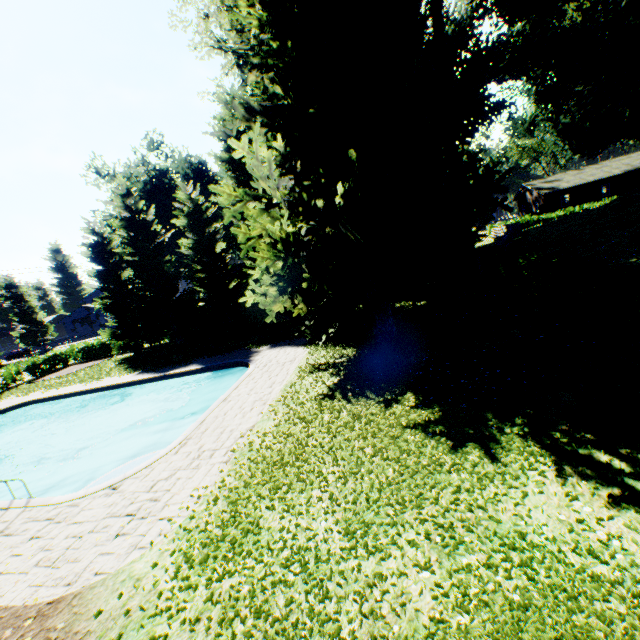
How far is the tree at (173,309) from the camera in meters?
24.8

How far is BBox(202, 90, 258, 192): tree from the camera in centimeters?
2183cm

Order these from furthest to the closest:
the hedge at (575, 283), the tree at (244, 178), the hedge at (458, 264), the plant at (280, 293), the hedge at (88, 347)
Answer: the hedge at (88, 347)
the hedge at (458, 264)
the tree at (244, 178)
the hedge at (575, 283)
the plant at (280, 293)

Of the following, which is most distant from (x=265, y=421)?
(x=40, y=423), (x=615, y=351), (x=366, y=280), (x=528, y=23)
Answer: (x=528, y=23)

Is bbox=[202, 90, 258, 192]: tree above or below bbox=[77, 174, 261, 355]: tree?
above

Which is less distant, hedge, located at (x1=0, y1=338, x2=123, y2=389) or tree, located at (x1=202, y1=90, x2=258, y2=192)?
tree, located at (x1=202, y1=90, x2=258, y2=192)

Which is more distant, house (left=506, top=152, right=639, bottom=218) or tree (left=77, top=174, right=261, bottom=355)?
house (left=506, top=152, right=639, bottom=218)

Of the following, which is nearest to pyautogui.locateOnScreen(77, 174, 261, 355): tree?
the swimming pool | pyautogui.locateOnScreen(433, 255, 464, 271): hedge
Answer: pyautogui.locateOnScreen(433, 255, 464, 271): hedge
